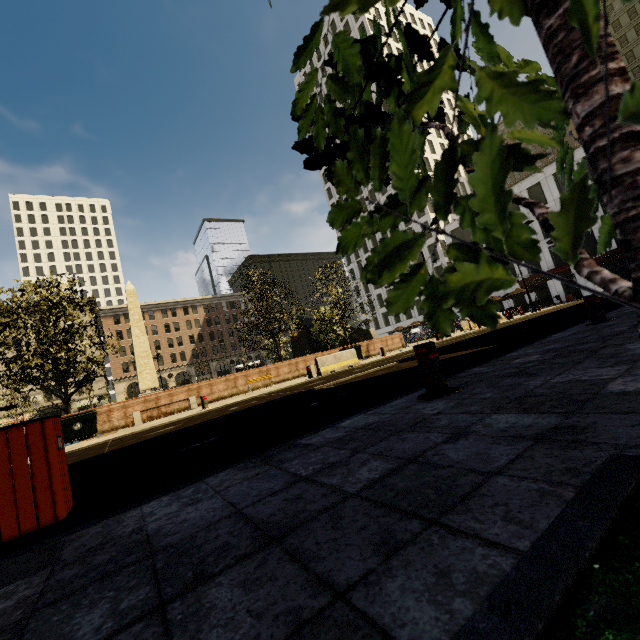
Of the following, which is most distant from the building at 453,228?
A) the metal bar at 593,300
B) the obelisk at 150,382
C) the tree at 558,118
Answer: the obelisk at 150,382

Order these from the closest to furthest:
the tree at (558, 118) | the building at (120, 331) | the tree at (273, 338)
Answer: the tree at (558, 118)
the tree at (273, 338)
the building at (120, 331)

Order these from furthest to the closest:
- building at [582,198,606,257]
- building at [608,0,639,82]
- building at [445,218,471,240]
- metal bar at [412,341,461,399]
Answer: building at [608,0,639,82] < building at [445,218,471,240] < building at [582,198,606,257] < metal bar at [412,341,461,399]

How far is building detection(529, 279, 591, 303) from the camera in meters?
38.4 m

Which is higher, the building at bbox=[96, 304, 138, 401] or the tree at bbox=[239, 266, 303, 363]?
the building at bbox=[96, 304, 138, 401]

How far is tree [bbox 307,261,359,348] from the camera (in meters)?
24.09

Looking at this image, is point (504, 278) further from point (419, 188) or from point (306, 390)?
point (306, 390)

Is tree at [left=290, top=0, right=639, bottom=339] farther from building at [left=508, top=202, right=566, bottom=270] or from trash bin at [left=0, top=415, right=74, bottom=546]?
building at [left=508, top=202, right=566, bottom=270]
